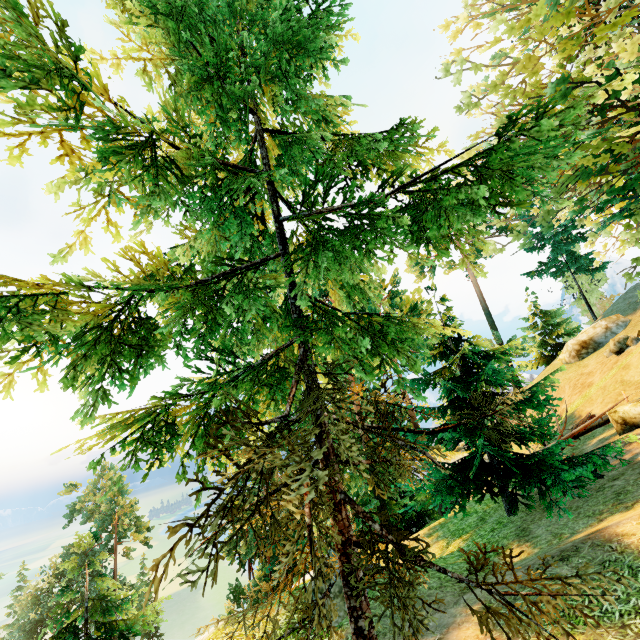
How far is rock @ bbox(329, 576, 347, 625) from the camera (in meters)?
7.46

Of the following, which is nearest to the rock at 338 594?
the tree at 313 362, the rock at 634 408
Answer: the tree at 313 362

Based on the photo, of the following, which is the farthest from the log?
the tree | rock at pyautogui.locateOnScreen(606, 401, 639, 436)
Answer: rock at pyautogui.locateOnScreen(606, 401, 639, 436)

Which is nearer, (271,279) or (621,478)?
(271,279)

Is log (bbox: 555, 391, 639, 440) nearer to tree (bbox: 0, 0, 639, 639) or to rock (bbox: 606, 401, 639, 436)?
tree (bbox: 0, 0, 639, 639)

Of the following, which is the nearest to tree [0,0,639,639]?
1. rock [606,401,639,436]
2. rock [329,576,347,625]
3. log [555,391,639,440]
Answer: log [555,391,639,440]

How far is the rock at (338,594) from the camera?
7.5m
